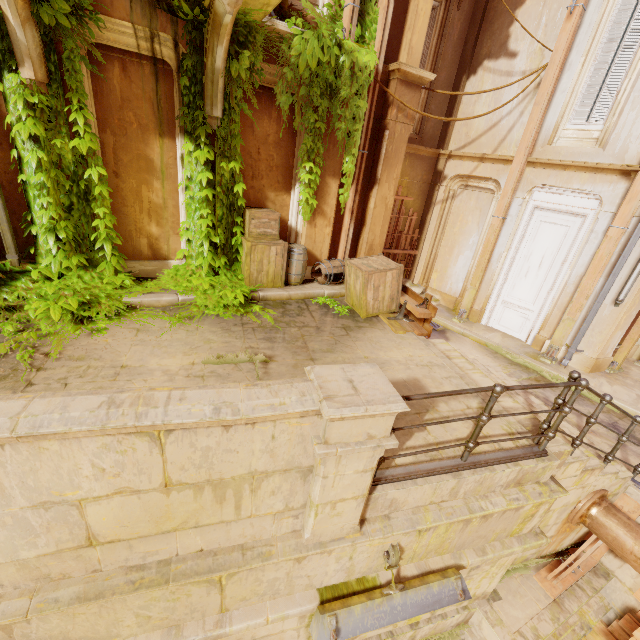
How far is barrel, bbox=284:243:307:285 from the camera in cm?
682

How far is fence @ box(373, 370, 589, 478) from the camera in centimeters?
282cm

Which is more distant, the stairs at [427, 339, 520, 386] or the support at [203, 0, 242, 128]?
the stairs at [427, 339, 520, 386]

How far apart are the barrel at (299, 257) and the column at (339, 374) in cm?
452

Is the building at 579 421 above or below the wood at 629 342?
below

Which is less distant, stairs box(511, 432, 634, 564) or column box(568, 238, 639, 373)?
stairs box(511, 432, 634, 564)

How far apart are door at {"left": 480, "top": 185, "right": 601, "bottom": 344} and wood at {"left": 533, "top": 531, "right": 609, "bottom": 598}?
4.5m

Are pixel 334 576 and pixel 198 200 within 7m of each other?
yes
